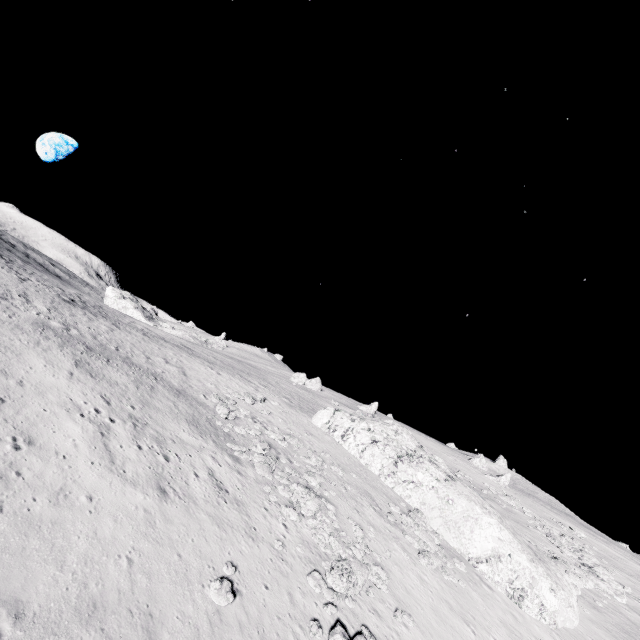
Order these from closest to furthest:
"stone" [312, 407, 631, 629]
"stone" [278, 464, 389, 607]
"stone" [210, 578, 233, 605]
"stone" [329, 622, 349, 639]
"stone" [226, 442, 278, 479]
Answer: "stone" [210, 578, 233, 605] → "stone" [329, 622, 349, 639] → "stone" [278, 464, 389, 607] → "stone" [226, 442, 278, 479] → "stone" [312, 407, 631, 629]

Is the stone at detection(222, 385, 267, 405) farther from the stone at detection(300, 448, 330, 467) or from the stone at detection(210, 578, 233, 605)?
the stone at detection(210, 578, 233, 605)

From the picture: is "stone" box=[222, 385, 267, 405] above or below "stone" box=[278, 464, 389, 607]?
above

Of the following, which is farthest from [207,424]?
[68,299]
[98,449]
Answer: [68,299]

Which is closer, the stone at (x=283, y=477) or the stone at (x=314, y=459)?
the stone at (x=283, y=477)

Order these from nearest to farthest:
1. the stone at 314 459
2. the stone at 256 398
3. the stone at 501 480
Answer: the stone at 314 459 → the stone at 256 398 → the stone at 501 480

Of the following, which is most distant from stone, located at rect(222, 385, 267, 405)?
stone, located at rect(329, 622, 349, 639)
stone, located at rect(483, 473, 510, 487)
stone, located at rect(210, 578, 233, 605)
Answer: stone, located at rect(483, 473, 510, 487)

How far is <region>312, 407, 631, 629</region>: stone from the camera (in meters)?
21.94
